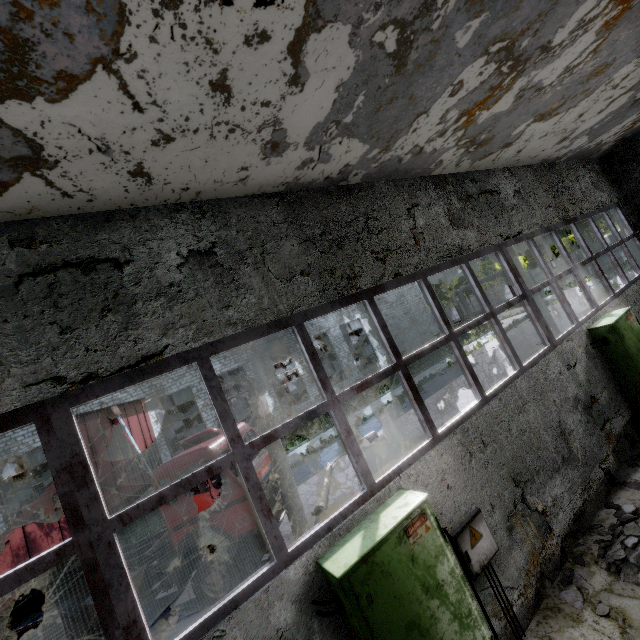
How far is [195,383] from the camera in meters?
25.3

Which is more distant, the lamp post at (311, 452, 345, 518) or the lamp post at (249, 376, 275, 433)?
the lamp post at (311, 452, 345, 518)

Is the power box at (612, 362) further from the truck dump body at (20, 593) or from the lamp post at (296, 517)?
the truck dump body at (20, 593)

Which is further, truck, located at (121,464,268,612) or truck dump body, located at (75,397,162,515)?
truck dump body, located at (75,397,162,515)

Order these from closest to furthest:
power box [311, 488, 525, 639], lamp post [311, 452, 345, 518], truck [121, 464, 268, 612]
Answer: power box [311, 488, 525, 639] → truck [121, 464, 268, 612] → lamp post [311, 452, 345, 518]

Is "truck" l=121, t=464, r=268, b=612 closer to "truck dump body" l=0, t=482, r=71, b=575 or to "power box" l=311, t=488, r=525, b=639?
"truck dump body" l=0, t=482, r=71, b=575

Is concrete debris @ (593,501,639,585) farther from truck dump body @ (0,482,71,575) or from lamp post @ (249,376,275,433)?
truck dump body @ (0,482,71,575)

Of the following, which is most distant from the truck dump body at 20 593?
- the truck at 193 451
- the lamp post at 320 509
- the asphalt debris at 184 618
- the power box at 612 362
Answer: the power box at 612 362
